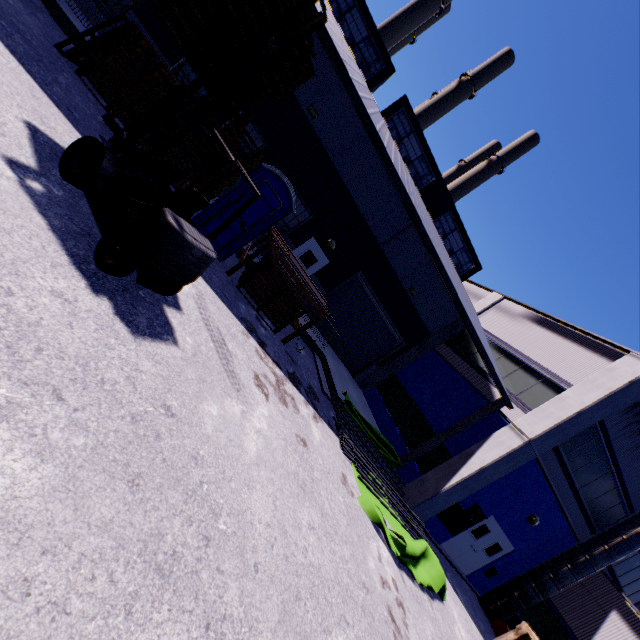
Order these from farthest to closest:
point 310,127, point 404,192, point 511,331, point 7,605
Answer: point 511,331 → point 310,127 → point 404,192 → point 7,605

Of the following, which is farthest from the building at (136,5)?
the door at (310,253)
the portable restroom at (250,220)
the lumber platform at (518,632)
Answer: the lumber platform at (518,632)

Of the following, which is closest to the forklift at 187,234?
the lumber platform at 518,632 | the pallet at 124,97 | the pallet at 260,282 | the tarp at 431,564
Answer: the pallet at 124,97

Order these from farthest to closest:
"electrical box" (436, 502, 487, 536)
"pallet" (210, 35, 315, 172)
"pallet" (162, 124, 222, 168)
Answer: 1. "electrical box" (436, 502, 487, 536)
2. "pallet" (162, 124, 222, 168)
3. "pallet" (210, 35, 315, 172)

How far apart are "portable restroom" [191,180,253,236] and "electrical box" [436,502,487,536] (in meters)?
12.02

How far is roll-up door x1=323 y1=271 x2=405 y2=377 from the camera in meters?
16.7 m

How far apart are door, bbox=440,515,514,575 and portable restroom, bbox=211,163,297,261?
13.7m

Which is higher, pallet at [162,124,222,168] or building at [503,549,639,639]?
building at [503,549,639,639]
